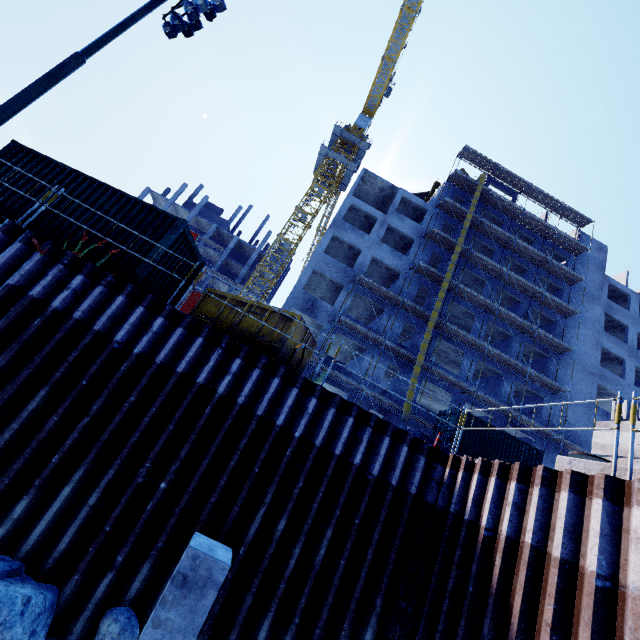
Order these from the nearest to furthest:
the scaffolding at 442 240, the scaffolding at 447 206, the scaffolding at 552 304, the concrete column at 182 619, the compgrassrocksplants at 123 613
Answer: the concrete column at 182 619
the compgrassrocksplants at 123 613
the scaffolding at 442 240
the scaffolding at 552 304
the scaffolding at 447 206

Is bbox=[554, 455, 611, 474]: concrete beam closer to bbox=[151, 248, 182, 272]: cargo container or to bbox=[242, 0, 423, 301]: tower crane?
bbox=[151, 248, 182, 272]: cargo container

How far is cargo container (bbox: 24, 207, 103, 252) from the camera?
8.67m

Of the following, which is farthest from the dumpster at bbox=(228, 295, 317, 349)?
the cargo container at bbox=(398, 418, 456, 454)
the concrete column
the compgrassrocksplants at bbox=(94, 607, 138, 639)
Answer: the cargo container at bbox=(398, 418, 456, 454)

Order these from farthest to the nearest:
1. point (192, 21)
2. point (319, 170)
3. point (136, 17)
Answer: point (319, 170) → point (192, 21) → point (136, 17)

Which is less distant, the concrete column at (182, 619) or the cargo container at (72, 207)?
the concrete column at (182, 619)

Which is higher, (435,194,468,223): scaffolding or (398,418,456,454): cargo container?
(435,194,468,223): scaffolding

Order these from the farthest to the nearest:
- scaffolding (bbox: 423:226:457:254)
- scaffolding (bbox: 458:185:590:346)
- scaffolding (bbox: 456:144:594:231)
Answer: scaffolding (bbox: 456:144:594:231)
scaffolding (bbox: 458:185:590:346)
scaffolding (bbox: 423:226:457:254)
